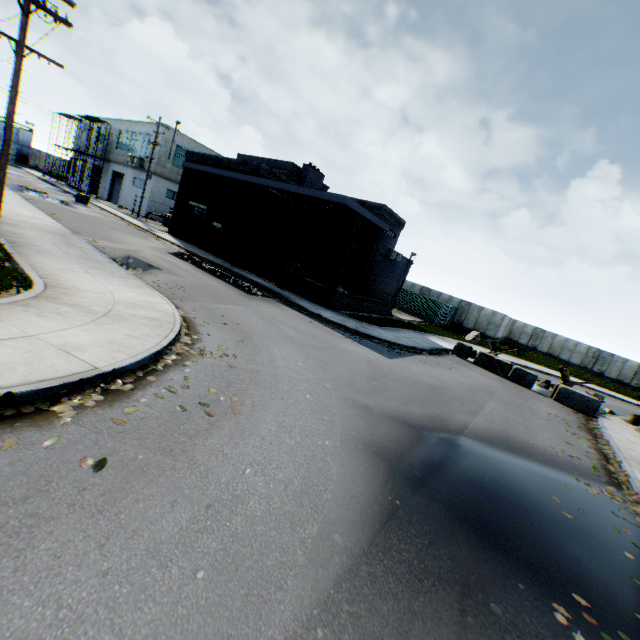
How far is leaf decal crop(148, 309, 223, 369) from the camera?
6.05m

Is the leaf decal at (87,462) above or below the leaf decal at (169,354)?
below

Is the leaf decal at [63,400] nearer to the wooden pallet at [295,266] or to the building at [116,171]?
the wooden pallet at [295,266]

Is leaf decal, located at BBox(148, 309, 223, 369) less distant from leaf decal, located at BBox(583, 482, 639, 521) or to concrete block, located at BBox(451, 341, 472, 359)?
leaf decal, located at BBox(583, 482, 639, 521)

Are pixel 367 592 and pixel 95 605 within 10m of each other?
yes

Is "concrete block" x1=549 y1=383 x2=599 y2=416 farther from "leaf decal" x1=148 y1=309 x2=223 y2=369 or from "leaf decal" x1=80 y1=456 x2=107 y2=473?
"leaf decal" x1=80 y1=456 x2=107 y2=473

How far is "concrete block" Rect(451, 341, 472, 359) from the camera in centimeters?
1913cm

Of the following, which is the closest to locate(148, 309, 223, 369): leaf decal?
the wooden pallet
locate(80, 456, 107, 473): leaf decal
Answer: locate(80, 456, 107, 473): leaf decal
